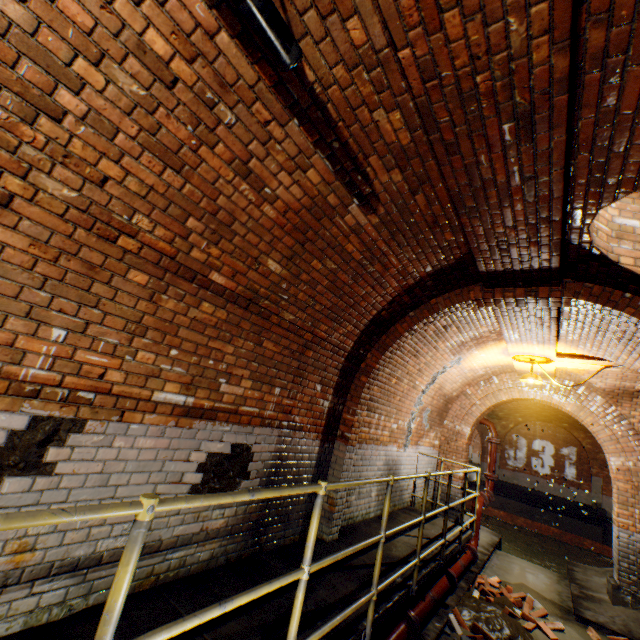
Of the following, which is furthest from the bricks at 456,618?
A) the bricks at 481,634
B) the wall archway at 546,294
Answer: the wall archway at 546,294

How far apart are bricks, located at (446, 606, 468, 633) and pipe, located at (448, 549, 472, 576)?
0.5m

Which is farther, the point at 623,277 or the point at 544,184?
the point at 623,277

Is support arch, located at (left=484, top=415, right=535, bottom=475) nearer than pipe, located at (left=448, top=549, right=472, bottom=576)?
No

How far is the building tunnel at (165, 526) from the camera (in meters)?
2.69

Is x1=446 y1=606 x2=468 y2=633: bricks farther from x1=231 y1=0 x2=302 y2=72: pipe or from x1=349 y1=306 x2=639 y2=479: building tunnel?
x1=231 y1=0 x2=302 y2=72: pipe

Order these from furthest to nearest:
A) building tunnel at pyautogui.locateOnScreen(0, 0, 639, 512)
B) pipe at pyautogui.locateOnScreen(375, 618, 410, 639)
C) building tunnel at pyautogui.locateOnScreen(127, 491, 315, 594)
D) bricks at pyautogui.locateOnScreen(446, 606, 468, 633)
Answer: bricks at pyautogui.locateOnScreen(446, 606, 468, 633)
pipe at pyautogui.locateOnScreen(375, 618, 410, 639)
building tunnel at pyautogui.locateOnScreen(127, 491, 315, 594)
building tunnel at pyautogui.locateOnScreen(0, 0, 639, 512)

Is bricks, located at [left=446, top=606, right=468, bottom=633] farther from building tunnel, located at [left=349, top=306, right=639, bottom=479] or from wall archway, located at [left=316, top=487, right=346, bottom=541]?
wall archway, located at [left=316, top=487, right=346, bottom=541]
